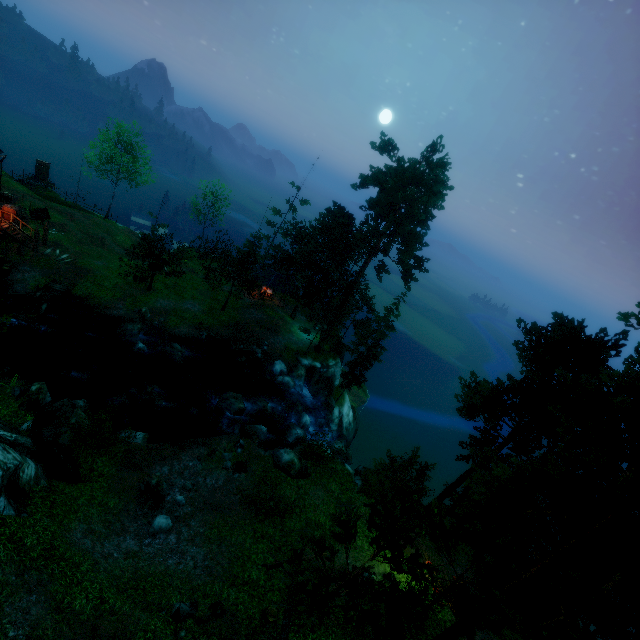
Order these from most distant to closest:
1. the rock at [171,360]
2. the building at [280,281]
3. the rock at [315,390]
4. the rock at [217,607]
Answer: the building at [280,281] < the rock at [315,390] < the rock at [171,360] < the rock at [217,607]

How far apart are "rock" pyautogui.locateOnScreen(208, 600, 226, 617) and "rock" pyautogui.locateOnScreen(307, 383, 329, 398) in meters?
23.7 m

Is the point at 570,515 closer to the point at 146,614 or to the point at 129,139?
the point at 146,614

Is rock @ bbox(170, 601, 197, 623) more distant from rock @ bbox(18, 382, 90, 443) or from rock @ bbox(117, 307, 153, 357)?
rock @ bbox(117, 307, 153, 357)

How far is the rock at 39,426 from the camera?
16.67m

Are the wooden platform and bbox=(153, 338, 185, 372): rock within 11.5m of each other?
yes

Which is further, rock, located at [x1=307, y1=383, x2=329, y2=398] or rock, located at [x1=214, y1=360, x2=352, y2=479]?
rock, located at [x1=307, y1=383, x2=329, y2=398]

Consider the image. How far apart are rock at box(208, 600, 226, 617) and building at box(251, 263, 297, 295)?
31.3m
